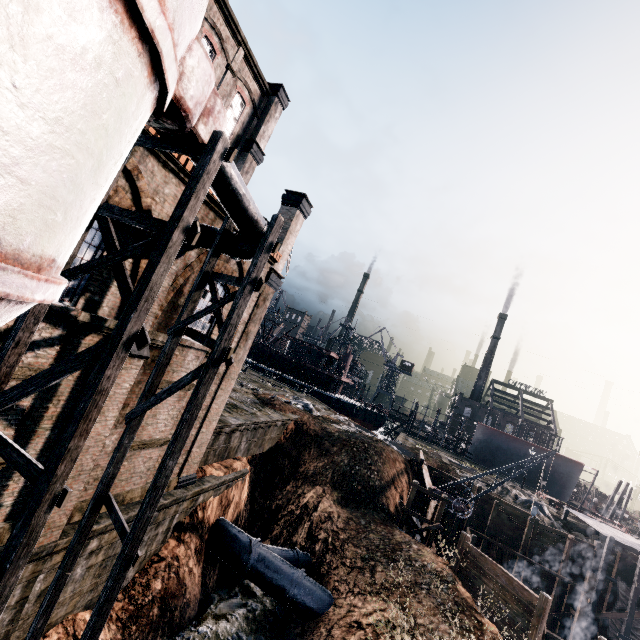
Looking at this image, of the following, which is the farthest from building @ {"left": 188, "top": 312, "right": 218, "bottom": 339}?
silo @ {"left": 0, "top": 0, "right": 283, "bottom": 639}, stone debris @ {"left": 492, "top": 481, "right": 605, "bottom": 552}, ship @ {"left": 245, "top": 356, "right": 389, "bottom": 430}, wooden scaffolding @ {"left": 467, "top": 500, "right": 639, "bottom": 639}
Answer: ship @ {"left": 245, "top": 356, "right": 389, "bottom": 430}

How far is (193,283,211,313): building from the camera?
13.6m

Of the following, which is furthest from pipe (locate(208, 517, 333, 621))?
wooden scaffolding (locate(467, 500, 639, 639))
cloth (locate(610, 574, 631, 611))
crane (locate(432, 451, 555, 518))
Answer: cloth (locate(610, 574, 631, 611))

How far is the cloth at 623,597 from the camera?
25.3 meters

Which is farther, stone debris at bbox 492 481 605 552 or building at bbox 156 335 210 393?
stone debris at bbox 492 481 605 552

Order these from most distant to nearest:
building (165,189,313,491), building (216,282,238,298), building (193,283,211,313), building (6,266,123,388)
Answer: building (165,189,313,491)
building (216,282,238,298)
building (193,283,211,313)
building (6,266,123,388)

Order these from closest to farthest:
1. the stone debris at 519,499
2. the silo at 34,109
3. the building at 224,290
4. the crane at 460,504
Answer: the silo at 34,109 < the building at 224,290 < the crane at 460,504 < the stone debris at 519,499

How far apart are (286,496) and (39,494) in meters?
22.4 m
